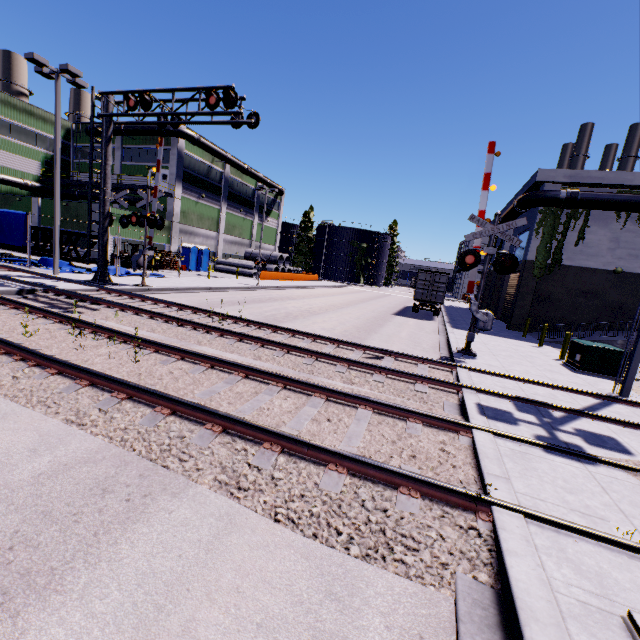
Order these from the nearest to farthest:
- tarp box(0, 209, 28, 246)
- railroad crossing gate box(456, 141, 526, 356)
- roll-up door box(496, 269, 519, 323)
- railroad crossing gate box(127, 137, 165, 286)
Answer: railroad crossing gate box(456, 141, 526, 356) < railroad crossing gate box(127, 137, 165, 286) < tarp box(0, 209, 28, 246) < roll-up door box(496, 269, 519, 323)

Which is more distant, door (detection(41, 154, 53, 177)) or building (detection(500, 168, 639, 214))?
door (detection(41, 154, 53, 177))

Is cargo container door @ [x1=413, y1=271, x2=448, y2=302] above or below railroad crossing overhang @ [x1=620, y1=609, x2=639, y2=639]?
above

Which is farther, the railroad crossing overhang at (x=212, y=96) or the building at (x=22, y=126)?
the building at (x=22, y=126)

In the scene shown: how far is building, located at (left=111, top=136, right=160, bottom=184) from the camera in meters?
34.9 m

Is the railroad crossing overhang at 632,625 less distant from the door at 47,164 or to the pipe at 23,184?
the pipe at 23,184

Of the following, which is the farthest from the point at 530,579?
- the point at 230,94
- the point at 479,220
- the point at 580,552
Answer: the point at 230,94

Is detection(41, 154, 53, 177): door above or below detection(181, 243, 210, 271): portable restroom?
above
